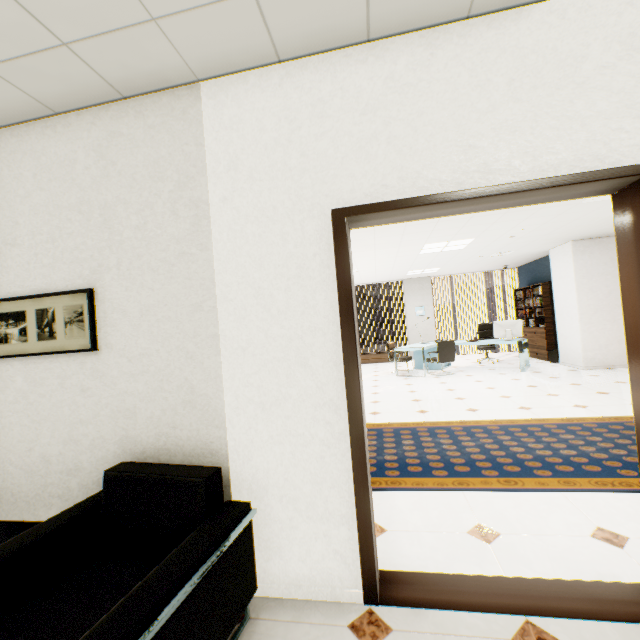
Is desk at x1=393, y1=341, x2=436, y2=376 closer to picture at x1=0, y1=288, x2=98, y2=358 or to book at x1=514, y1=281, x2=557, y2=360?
book at x1=514, y1=281, x2=557, y2=360

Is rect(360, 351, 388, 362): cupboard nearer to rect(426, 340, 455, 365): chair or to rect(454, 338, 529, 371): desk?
rect(454, 338, 529, 371): desk

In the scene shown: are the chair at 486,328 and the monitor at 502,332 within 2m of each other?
yes

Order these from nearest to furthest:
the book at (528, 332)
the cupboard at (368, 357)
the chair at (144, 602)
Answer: the chair at (144, 602) → the book at (528, 332) → the cupboard at (368, 357)

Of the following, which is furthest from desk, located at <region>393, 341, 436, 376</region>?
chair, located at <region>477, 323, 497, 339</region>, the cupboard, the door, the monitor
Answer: the door

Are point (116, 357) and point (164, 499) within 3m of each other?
yes

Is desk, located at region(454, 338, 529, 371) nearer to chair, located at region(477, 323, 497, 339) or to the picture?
chair, located at region(477, 323, 497, 339)

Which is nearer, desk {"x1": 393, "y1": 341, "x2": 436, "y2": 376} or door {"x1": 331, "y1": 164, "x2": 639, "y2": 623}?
door {"x1": 331, "y1": 164, "x2": 639, "y2": 623}
